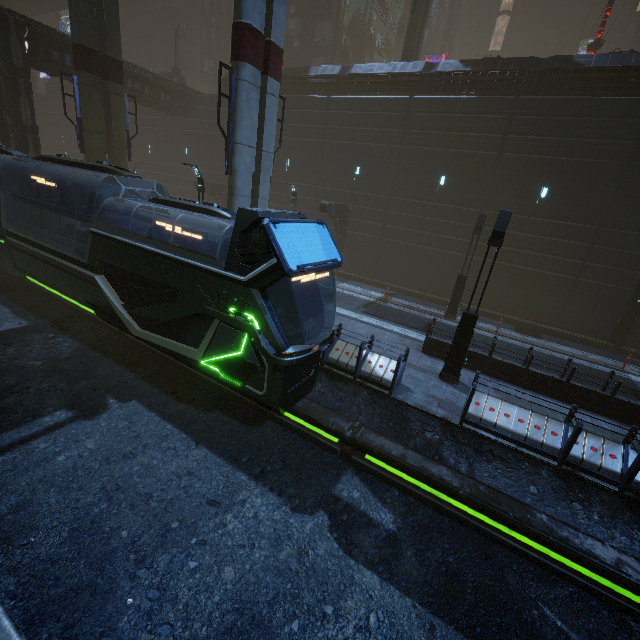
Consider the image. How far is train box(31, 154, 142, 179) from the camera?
10.32m

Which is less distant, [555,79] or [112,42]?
[112,42]

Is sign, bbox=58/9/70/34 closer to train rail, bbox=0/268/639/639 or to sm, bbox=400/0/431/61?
sm, bbox=400/0/431/61

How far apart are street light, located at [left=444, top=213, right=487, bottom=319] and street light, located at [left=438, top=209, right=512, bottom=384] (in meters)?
6.68

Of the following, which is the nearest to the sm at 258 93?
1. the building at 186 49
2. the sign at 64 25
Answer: the building at 186 49

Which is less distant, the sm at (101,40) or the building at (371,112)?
the sm at (101,40)

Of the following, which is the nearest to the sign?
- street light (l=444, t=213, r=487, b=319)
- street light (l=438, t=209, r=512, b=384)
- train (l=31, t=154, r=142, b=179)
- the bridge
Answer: the bridge

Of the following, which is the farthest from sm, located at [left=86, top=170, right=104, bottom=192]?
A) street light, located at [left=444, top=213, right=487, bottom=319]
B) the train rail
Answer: street light, located at [left=444, top=213, right=487, bottom=319]
